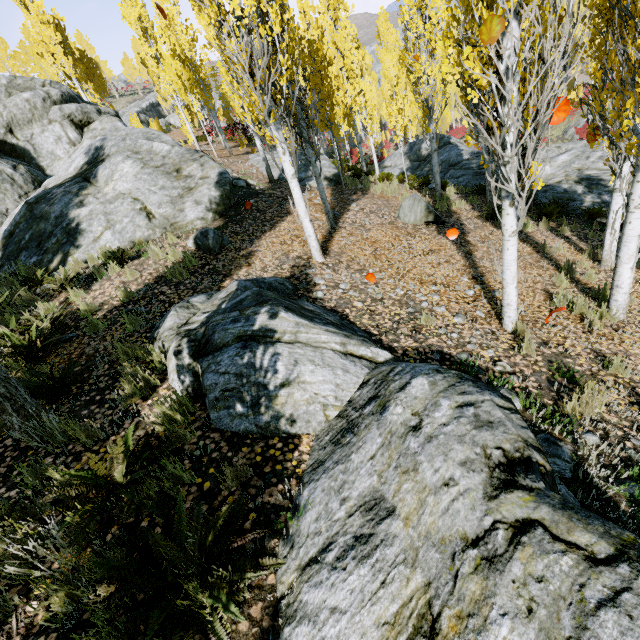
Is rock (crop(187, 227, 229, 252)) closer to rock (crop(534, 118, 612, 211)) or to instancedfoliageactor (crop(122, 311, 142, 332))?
instancedfoliageactor (crop(122, 311, 142, 332))

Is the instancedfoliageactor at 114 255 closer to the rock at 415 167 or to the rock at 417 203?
the rock at 415 167

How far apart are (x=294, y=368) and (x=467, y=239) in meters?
7.5 m

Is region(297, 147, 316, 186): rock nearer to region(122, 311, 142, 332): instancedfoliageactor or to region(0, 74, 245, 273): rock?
region(122, 311, 142, 332): instancedfoliageactor

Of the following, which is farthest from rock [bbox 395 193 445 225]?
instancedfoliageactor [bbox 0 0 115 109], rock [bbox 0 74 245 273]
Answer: rock [bbox 0 74 245 273]

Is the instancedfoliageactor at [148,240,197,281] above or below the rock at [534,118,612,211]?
above

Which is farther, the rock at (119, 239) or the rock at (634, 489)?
the rock at (119, 239)
